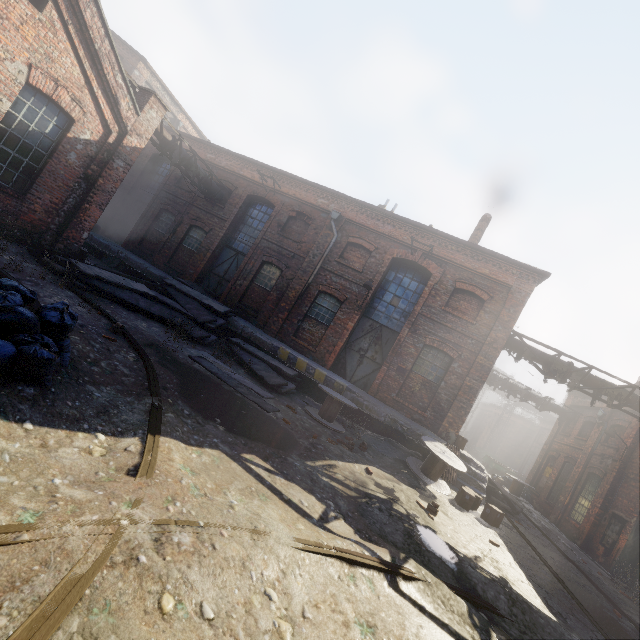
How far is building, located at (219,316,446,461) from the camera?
11.34m

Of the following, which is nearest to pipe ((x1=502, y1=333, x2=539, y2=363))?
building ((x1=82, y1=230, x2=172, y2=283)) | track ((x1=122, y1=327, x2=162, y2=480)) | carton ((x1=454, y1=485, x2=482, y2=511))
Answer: building ((x1=82, y1=230, x2=172, y2=283))

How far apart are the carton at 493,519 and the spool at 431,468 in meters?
0.2 m

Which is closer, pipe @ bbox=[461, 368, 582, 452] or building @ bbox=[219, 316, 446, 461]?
building @ bbox=[219, 316, 446, 461]

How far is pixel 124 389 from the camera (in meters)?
5.08

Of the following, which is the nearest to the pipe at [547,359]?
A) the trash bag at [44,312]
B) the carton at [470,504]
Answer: the carton at [470,504]

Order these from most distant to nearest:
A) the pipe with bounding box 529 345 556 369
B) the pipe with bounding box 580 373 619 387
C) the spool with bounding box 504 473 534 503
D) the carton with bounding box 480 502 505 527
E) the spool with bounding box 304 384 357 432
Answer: the spool with bounding box 504 473 534 503 → the pipe with bounding box 529 345 556 369 → the pipe with bounding box 580 373 619 387 → the spool with bounding box 304 384 357 432 → the carton with bounding box 480 502 505 527

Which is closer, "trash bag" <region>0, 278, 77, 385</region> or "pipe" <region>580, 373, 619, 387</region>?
"trash bag" <region>0, 278, 77, 385</region>
